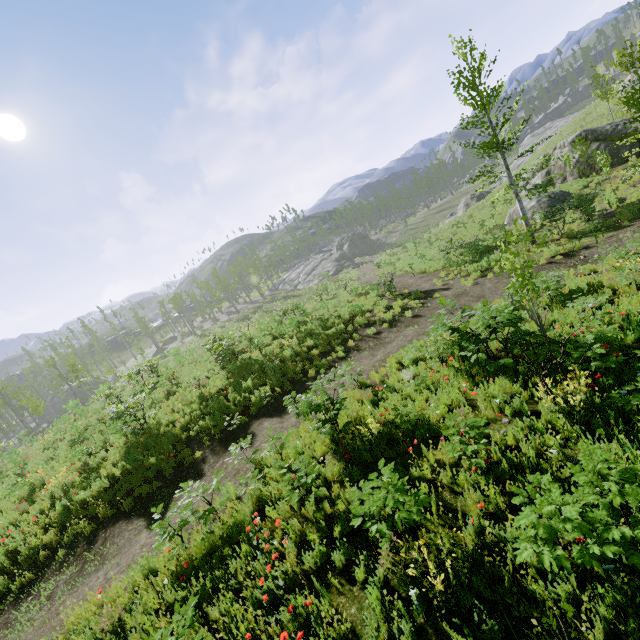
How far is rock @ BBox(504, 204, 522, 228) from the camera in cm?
2148

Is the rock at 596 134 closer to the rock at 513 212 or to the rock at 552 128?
the rock at 513 212

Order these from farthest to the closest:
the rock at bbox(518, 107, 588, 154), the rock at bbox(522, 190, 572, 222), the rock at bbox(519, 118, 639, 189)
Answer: the rock at bbox(518, 107, 588, 154), the rock at bbox(519, 118, 639, 189), the rock at bbox(522, 190, 572, 222)

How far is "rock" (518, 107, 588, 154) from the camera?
51.89m

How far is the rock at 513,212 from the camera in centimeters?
2148cm

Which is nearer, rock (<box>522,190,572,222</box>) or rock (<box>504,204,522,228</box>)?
rock (<box>522,190,572,222</box>)

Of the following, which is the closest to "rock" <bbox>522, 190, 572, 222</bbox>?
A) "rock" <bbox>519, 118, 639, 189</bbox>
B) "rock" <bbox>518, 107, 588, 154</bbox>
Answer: "rock" <bbox>519, 118, 639, 189</bbox>

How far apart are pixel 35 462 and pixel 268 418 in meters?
13.7 m
